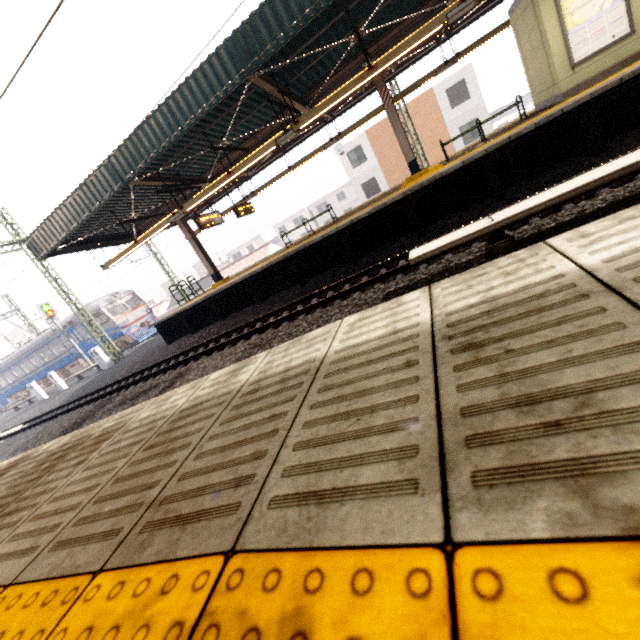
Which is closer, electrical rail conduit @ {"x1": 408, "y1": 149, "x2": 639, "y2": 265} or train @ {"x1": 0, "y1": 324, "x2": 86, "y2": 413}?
electrical rail conduit @ {"x1": 408, "y1": 149, "x2": 639, "y2": 265}

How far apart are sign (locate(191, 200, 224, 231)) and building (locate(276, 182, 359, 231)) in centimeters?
4580cm

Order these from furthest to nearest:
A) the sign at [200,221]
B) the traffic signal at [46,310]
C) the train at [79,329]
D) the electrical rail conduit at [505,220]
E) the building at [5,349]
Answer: the building at [5,349]
the train at [79,329]
the traffic signal at [46,310]
the sign at [200,221]
the electrical rail conduit at [505,220]

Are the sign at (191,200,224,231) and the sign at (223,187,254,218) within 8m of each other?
yes

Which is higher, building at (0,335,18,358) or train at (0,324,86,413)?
building at (0,335,18,358)

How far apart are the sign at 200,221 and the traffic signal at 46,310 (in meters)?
18.65

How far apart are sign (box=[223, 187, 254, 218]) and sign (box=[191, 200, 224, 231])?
1.34m

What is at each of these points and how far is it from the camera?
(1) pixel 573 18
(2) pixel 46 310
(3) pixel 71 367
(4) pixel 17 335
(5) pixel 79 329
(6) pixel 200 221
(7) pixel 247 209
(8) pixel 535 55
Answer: (1) sign, 7.8m
(2) traffic signal, 23.3m
(3) train, 27.6m
(4) building, 59.3m
(5) train, 24.6m
(6) sign, 12.0m
(7) sign, 15.2m
(8) elevator, 9.1m
